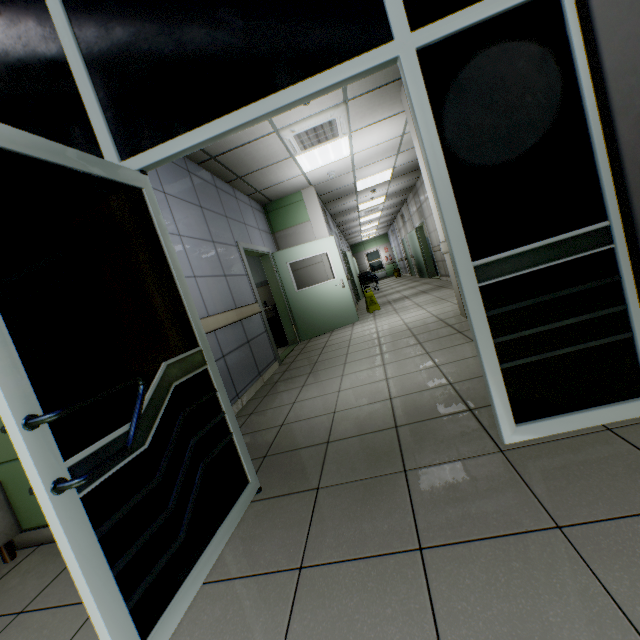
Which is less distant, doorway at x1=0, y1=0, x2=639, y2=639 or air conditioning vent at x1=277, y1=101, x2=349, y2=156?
doorway at x1=0, y1=0, x2=639, y2=639

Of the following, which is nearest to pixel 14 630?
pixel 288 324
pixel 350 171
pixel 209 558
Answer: pixel 209 558

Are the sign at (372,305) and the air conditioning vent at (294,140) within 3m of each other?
no

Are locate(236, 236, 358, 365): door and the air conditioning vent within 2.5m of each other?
yes

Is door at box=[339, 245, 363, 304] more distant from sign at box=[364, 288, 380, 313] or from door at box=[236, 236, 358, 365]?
door at box=[236, 236, 358, 365]

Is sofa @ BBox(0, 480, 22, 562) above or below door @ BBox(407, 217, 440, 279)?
below

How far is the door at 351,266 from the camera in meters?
11.8

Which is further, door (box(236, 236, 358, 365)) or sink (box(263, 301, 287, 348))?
sink (box(263, 301, 287, 348))
